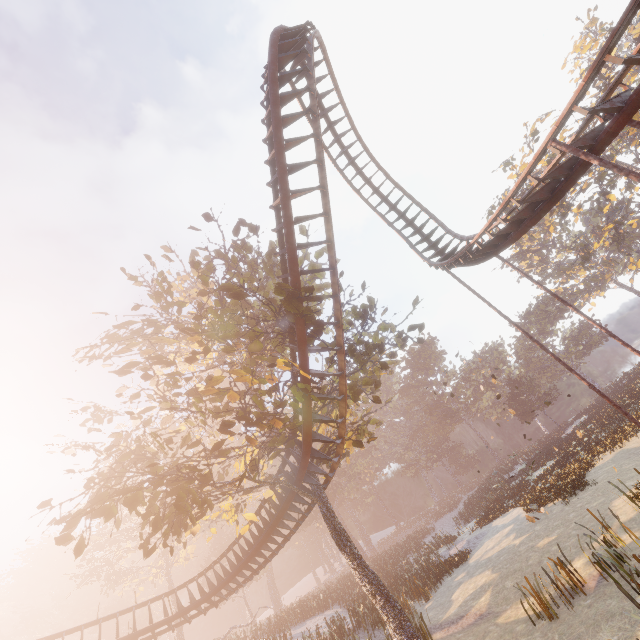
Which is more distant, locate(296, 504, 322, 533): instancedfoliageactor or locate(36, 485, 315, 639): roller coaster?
locate(296, 504, 322, 533): instancedfoliageactor

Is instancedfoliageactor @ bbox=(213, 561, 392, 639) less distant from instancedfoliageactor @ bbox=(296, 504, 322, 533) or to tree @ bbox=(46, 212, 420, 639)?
tree @ bbox=(46, 212, 420, 639)

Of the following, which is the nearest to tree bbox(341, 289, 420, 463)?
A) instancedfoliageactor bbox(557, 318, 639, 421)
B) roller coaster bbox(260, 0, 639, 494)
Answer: roller coaster bbox(260, 0, 639, 494)

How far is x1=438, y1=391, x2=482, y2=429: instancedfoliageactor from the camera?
55.7m

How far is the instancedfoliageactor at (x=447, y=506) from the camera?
52.5m

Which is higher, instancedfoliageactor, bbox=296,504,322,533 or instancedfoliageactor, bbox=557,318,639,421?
instancedfoliageactor, bbox=296,504,322,533

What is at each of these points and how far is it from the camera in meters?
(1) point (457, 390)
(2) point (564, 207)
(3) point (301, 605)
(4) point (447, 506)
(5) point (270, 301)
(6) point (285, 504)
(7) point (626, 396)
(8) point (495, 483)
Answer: (1) instancedfoliageactor, 58.2
(2) tree, 37.6
(3) instancedfoliageactor, 29.1
(4) instancedfoliageactor, 54.5
(5) tree, 10.4
(6) roller coaster, 14.4
(7) instancedfoliageactor, 31.5
(8) instancedfoliageactor, 45.4

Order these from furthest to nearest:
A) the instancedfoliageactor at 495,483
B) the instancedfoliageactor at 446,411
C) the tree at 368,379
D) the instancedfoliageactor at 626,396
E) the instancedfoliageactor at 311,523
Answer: the instancedfoliageactor at 446,411, the instancedfoliageactor at 311,523, the instancedfoliageactor at 626,396, the instancedfoliageactor at 495,483, the tree at 368,379
